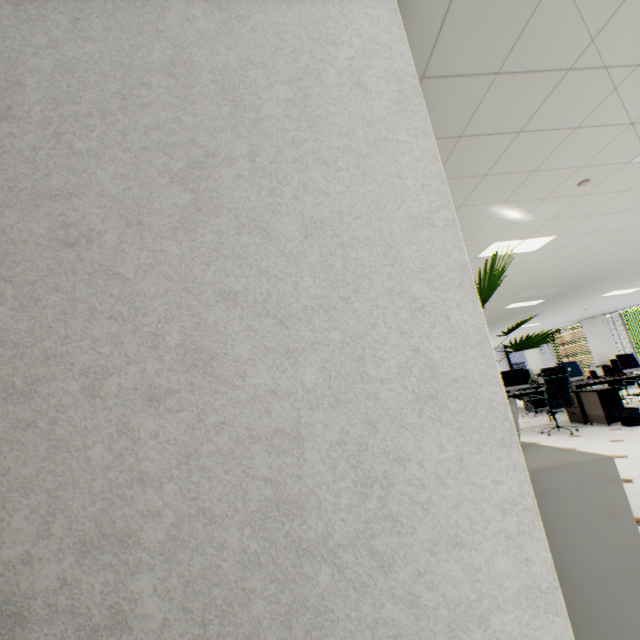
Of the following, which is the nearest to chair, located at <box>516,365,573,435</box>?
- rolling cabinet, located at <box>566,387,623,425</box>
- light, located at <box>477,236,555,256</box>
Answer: rolling cabinet, located at <box>566,387,623,425</box>

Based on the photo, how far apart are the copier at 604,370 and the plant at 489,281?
14.9m

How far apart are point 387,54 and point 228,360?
1.3 meters

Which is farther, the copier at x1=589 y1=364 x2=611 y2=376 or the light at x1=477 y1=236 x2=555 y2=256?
the copier at x1=589 y1=364 x2=611 y2=376

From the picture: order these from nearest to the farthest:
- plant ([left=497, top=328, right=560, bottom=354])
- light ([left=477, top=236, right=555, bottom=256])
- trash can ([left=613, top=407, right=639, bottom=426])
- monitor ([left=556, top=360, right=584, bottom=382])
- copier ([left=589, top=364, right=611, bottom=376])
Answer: plant ([left=497, top=328, right=560, bottom=354])
light ([left=477, top=236, right=555, bottom=256])
trash can ([left=613, top=407, right=639, bottom=426])
monitor ([left=556, top=360, right=584, bottom=382])
copier ([left=589, top=364, right=611, bottom=376])

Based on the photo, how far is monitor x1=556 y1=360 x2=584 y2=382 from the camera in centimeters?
745cm

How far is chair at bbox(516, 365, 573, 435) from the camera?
5.7m

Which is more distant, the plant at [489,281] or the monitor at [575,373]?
the monitor at [575,373]
